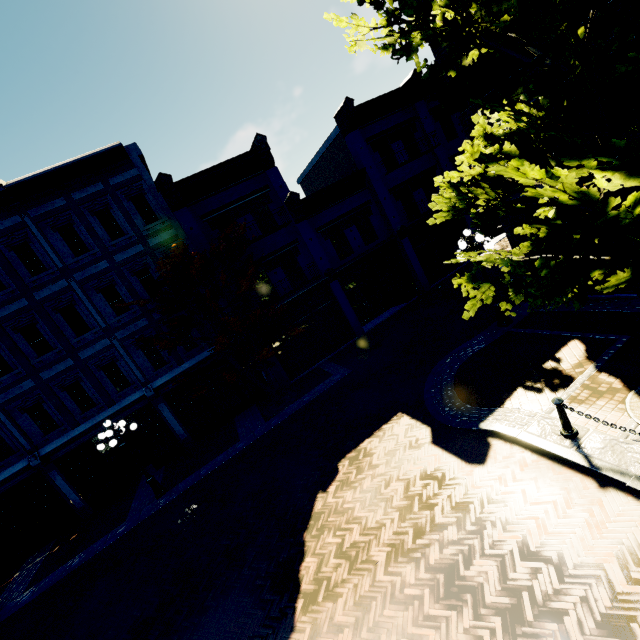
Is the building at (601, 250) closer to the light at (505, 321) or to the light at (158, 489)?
the light at (505, 321)

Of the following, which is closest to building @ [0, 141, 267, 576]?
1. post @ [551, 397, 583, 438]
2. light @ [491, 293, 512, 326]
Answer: light @ [491, 293, 512, 326]

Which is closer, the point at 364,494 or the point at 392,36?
the point at 392,36

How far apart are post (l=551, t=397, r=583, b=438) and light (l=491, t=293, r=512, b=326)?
5.3m

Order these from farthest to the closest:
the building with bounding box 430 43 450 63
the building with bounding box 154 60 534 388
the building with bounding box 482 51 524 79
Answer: the building with bounding box 154 60 534 388 → the building with bounding box 430 43 450 63 → the building with bounding box 482 51 524 79

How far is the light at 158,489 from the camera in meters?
11.8

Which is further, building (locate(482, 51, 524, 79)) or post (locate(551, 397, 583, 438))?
building (locate(482, 51, 524, 79))

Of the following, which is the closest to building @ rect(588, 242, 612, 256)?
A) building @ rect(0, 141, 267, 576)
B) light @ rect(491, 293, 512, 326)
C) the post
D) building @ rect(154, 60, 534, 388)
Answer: building @ rect(154, 60, 534, 388)
